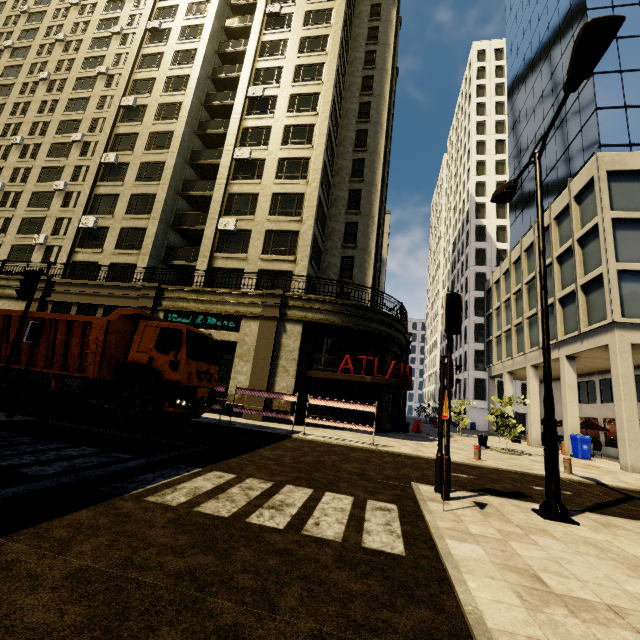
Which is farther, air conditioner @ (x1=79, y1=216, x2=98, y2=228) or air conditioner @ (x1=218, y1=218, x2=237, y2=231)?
air conditioner @ (x1=79, y1=216, x2=98, y2=228)

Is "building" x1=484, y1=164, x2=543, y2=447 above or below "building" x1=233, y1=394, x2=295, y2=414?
above

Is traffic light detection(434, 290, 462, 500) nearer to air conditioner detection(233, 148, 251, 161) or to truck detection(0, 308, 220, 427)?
truck detection(0, 308, 220, 427)

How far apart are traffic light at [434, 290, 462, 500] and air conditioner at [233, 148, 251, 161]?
22.4m

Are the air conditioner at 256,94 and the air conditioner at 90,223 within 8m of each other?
no

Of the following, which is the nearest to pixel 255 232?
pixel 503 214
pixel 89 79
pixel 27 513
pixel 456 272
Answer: pixel 27 513

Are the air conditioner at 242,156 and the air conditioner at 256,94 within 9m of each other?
yes

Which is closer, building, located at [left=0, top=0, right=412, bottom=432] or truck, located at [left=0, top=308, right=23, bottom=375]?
truck, located at [left=0, top=308, right=23, bottom=375]
